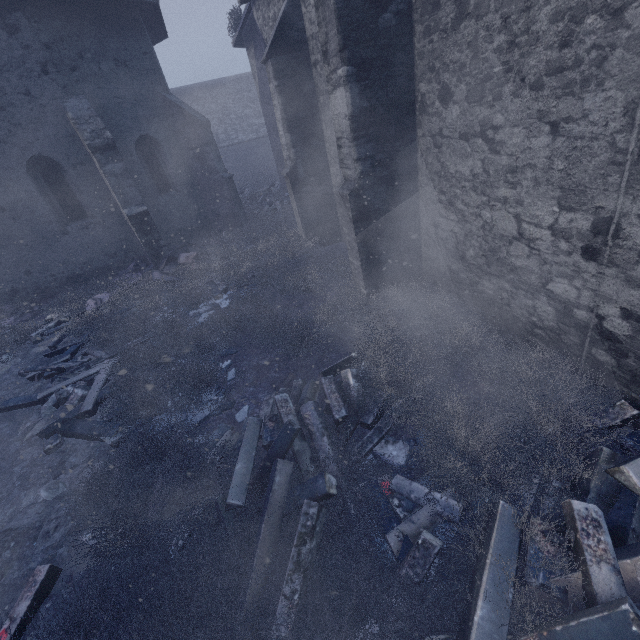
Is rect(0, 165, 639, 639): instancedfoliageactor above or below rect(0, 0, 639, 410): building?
below

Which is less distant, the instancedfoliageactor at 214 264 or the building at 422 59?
the instancedfoliageactor at 214 264

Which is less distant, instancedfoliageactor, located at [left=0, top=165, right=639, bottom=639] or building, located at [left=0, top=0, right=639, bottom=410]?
instancedfoliageactor, located at [left=0, top=165, right=639, bottom=639]

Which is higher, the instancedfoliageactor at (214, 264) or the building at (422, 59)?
the building at (422, 59)

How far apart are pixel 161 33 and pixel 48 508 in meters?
15.9 m
